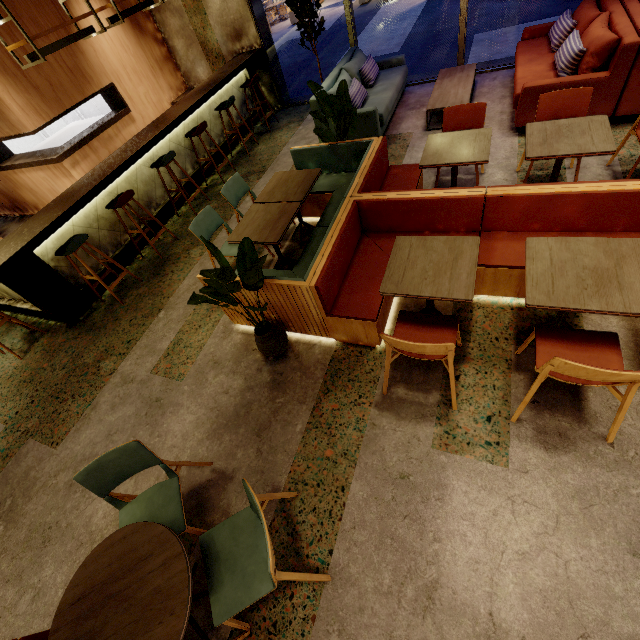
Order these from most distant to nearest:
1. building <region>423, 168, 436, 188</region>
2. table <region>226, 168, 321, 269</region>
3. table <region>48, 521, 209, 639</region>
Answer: building <region>423, 168, 436, 188</region>, table <region>226, 168, 321, 269</region>, table <region>48, 521, 209, 639</region>

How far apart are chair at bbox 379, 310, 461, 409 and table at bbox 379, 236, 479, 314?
0.29m

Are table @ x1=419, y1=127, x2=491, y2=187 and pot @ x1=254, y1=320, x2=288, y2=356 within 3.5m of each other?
yes

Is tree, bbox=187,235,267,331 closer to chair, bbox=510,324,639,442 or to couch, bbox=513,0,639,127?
chair, bbox=510,324,639,442

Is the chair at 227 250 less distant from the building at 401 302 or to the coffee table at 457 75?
the building at 401 302

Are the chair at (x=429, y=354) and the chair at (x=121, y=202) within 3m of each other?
no

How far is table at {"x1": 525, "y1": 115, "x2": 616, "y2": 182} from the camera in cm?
273

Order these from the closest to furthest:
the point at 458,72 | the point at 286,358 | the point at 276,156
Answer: the point at 286,358
the point at 458,72
the point at 276,156
